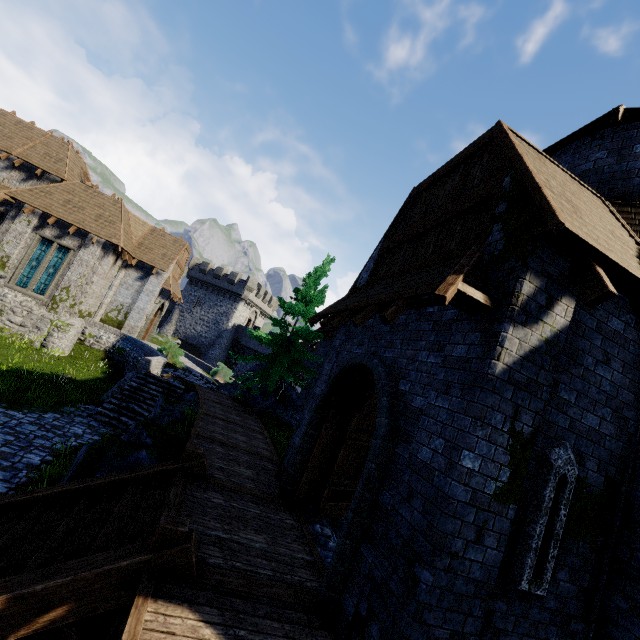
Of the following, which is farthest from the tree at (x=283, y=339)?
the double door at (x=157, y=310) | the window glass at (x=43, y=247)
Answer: the window glass at (x=43, y=247)

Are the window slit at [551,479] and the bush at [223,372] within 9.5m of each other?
no

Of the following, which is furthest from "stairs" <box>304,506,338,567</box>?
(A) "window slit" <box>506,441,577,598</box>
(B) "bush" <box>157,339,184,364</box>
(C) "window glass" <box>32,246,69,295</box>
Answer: (C) "window glass" <box>32,246,69,295</box>

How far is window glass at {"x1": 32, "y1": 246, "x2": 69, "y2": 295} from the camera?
20.34m

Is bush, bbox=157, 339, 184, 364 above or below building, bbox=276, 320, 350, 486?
below

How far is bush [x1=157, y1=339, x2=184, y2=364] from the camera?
22.06m

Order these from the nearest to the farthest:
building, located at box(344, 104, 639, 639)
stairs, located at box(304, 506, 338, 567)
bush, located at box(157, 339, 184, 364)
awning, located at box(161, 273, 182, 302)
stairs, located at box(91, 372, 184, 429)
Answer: building, located at box(344, 104, 639, 639) → stairs, located at box(304, 506, 338, 567) → stairs, located at box(91, 372, 184, 429) → bush, located at box(157, 339, 184, 364) → awning, located at box(161, 273, 182, 302)

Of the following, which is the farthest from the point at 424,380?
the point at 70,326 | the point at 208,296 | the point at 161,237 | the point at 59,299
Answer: the point at 208,296
